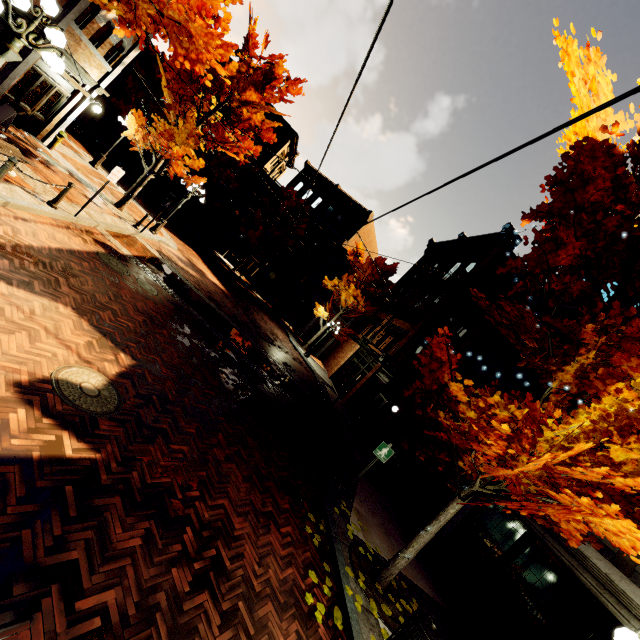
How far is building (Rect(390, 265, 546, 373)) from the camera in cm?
1509

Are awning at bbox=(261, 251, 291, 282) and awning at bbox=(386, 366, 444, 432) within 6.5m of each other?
no

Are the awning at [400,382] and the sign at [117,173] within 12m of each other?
yes

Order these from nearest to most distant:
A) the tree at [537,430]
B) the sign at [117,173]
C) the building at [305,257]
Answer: the tree at [537,430] → the sign at [117,173] → the building at [305,257]

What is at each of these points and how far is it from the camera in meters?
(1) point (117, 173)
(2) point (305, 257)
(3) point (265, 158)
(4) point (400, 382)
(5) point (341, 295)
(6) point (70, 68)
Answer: (1) sign, 9.5 m
(2) building, 34.5 m
(3) building, 34.5 m
(4) awning, 10.8 m
(5) tree, 26.1 m
(6) building, 12.1 m

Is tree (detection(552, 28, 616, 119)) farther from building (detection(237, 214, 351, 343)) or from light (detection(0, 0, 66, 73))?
building (detection(237, 214, 351, 343))

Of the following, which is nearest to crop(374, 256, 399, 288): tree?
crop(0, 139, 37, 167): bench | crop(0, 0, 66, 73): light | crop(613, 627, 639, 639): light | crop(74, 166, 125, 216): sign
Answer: crop(0, 0, 66, 73): light
